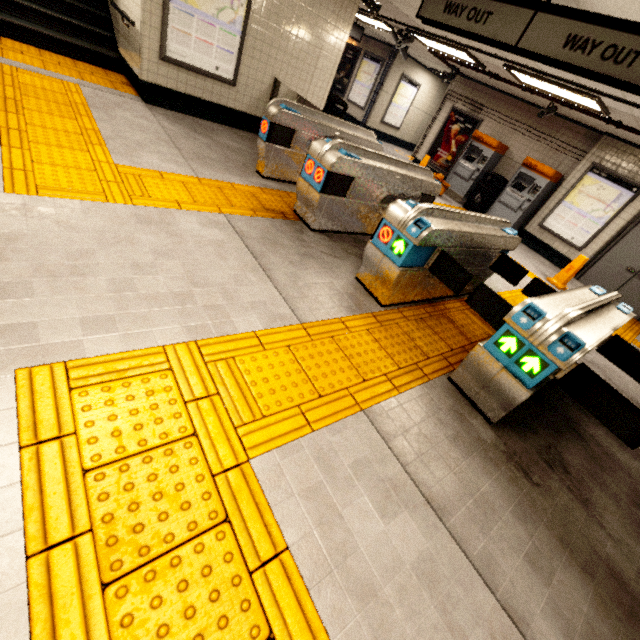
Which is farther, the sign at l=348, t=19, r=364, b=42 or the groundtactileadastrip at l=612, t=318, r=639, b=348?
the sign at l=348, t=19, r=364, b=42

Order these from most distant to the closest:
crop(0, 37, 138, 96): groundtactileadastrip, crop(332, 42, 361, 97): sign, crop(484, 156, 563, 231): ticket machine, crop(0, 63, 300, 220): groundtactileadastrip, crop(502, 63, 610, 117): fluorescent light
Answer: crop(332, 42, 361, 97): sign
crop(484, 156, 563, 231): ticket machine
crop(502, 63, 610, 117): fluorescent light
crop(0, 37, 138, 96): groundtactileadastrip
crop(0, 63, 300, 220): groundtactileadastrip

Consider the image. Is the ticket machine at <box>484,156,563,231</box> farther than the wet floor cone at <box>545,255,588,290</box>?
Yes

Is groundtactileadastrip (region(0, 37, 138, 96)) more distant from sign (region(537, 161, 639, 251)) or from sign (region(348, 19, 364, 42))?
sign (region(537, 161, 639, 251))

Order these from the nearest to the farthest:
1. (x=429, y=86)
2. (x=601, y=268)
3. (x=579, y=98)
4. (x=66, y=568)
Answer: (x=66, y=568)
(x=579, y=98)
(x=601, y=268)
(x=429, y=86)

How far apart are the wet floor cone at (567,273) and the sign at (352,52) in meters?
11.9

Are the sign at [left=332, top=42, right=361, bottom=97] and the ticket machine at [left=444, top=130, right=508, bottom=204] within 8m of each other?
yes

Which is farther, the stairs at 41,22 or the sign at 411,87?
the sign at 411,87
